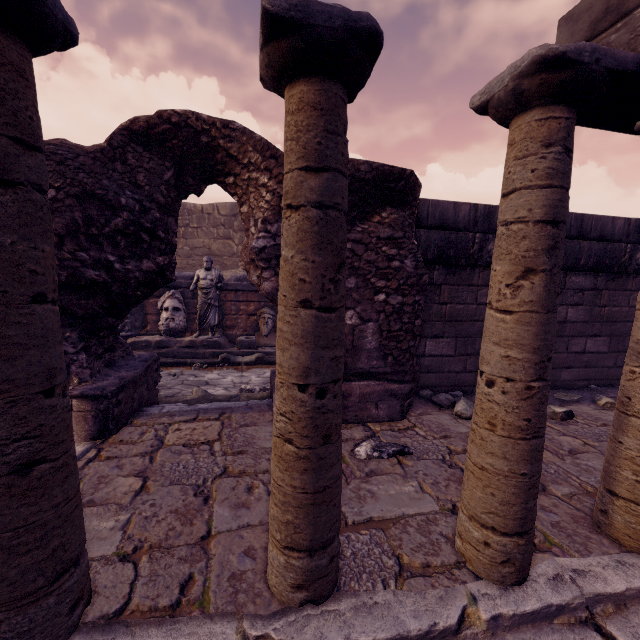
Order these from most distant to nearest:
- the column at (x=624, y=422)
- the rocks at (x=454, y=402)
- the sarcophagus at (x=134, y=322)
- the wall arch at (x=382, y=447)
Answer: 1. the sarcophagus at (x=134, y=322)
2. the rocks at (x=454, y=402)
3. the wall arch at (x=382, y=447)
4. the column at (x=624, y=422)

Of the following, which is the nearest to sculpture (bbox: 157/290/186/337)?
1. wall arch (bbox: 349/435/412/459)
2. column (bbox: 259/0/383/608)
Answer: wall arch (bbox: 349/435/412/459)

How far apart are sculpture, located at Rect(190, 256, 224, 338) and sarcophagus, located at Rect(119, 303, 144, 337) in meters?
1.4

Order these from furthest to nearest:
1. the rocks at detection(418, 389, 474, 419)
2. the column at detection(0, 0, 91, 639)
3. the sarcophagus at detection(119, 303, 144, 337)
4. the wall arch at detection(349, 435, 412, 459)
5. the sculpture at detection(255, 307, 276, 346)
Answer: the sculpture at detection(255, 307, 276, 346) < the sarcophagus at detection(119, 303, 144, 337) < the rocks at detection(418, 389, 474, 419) < the wall arch at detection(349, 435, 412, 459) < the column at detection(0, 0, 91, 639)

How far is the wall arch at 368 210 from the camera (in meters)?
3.30

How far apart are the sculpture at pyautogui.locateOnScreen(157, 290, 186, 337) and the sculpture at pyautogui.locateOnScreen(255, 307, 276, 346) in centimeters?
181cm

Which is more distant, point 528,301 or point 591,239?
point 591,239

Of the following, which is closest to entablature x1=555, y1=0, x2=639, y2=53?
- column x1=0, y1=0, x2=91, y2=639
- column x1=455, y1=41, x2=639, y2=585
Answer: column x1=455, y1=41, x2=639, y2=585
